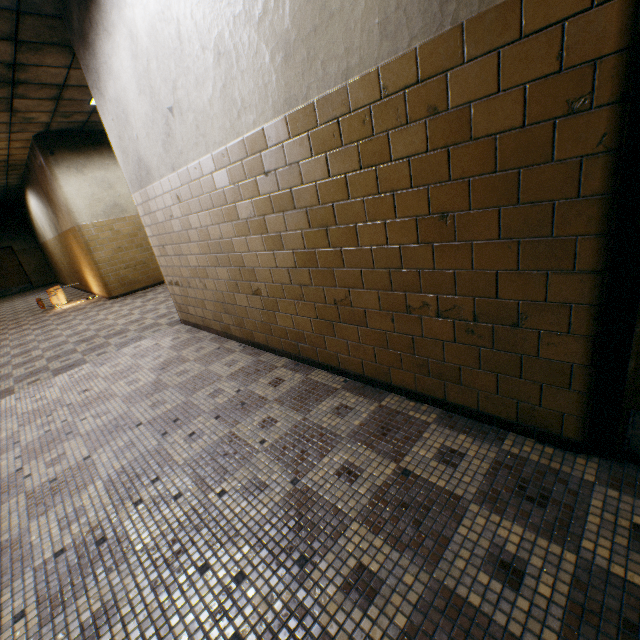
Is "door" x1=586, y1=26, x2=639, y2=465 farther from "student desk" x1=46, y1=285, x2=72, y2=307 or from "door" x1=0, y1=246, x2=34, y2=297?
"door" x1=0, y1=246, x2=34, y2=297

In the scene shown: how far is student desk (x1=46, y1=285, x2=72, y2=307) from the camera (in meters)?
8.96

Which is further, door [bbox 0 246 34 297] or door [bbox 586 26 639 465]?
door [bbox 0 246 34 297]

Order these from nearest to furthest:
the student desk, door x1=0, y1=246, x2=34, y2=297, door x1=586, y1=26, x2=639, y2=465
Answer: door x1=586, y1=26, x2=639, y2=465 < the student desk < door x1=0, y1=246, x2=34, y2=297

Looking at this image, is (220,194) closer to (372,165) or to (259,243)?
(259,243)

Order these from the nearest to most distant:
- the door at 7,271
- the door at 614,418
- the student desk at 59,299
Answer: the door at 614,418
the student desk at 59,299
the door at 7,271

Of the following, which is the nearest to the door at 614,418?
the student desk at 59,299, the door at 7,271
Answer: the student desk at 59,299
